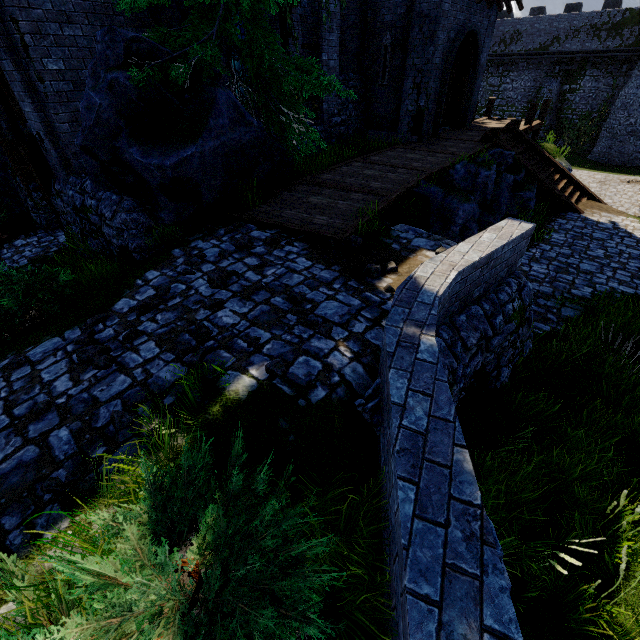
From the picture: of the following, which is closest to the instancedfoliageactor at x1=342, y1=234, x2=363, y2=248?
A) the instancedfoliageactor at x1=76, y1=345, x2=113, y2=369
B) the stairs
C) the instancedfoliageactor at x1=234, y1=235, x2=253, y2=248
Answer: the instancedfoliageactor at x1=234, y1=235, x2=253, y2=248

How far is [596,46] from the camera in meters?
27.4 m

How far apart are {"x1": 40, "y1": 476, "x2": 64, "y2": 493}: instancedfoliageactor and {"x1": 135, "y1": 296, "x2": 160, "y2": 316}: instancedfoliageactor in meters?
2.4

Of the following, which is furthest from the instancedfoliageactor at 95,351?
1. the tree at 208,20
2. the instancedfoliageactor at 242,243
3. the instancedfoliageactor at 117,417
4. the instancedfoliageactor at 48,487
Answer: the tree at 208,20

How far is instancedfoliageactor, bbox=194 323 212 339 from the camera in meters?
4.0

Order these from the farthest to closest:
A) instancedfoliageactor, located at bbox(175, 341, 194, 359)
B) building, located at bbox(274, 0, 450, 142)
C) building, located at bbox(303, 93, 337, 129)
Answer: building, located at bbox(303, 93, 337, 129), building, located at bbox(274, 0, 450, 142), instancedfoliageactor, located at bbox(175, 341, 194, 359)

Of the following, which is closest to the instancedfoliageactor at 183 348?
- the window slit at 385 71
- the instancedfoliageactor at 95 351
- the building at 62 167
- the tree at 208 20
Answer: the instancedfoliageactor at 95 351

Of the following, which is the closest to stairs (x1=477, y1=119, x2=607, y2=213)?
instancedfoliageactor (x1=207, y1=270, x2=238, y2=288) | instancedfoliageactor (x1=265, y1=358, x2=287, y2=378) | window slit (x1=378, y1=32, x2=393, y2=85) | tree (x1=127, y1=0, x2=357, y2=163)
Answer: window slit (x1=378, y1=32, x2=393, y2=85)
